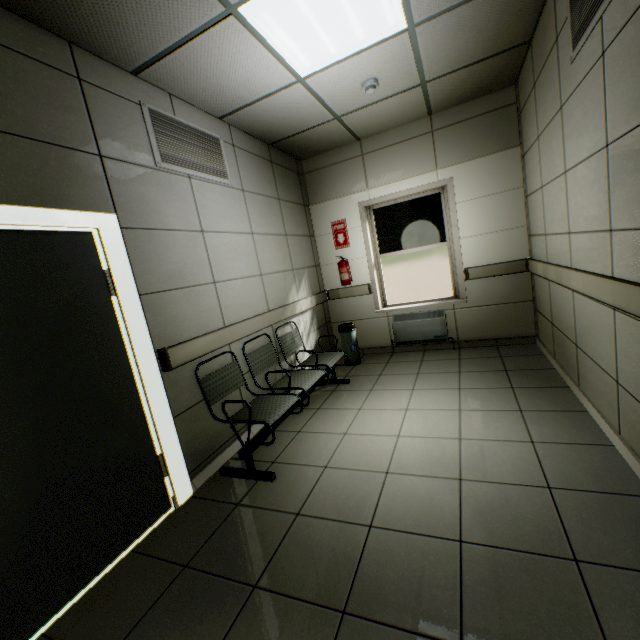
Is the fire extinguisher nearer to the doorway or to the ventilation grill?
the ventilation grill

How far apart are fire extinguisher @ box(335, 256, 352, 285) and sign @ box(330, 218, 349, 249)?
0.3m

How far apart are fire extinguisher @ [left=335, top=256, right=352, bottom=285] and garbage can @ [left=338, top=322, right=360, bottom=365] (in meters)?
0.71

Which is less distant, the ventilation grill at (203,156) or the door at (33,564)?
the door at (33,564)

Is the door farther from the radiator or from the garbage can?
the radiator

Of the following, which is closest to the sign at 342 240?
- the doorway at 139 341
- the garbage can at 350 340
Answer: the garbage can at 350 340

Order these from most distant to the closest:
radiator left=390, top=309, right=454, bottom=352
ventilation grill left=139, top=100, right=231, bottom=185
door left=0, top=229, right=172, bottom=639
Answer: radiator left=390, top=309, right=454, bottom=352
ventilation grill left=139, top=100, right=231, bottom=185
door left=0, top=229, right=172, bottom=639

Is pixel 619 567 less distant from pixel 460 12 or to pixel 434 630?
pixel 434 630
